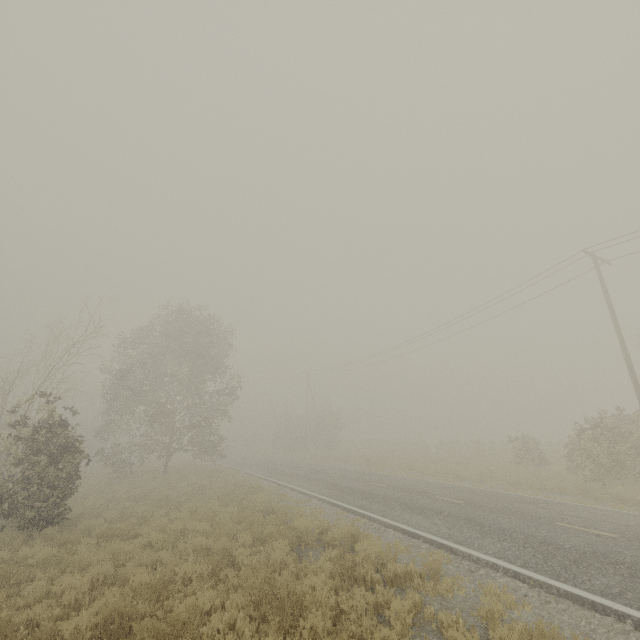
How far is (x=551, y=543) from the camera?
8.23m
